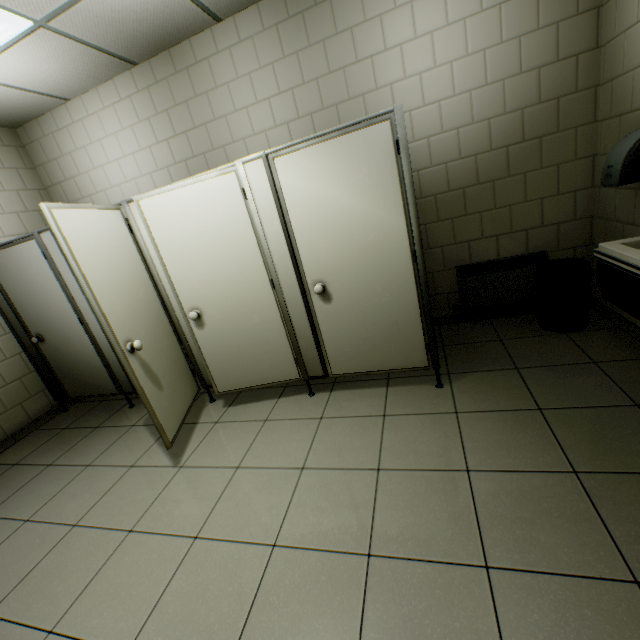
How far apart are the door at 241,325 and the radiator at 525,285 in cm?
178

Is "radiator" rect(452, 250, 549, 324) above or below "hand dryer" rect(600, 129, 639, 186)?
below

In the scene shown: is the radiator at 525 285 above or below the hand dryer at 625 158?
below

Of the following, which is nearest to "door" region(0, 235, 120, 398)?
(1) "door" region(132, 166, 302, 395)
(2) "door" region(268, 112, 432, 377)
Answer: (1) "door" region(132, 166, 302, 395)

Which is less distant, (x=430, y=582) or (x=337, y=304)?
(x=430, y=582)

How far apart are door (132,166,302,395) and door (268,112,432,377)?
0.2 meters

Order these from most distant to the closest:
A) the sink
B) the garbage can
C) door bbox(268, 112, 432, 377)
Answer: the garbage can, door bbox(268, 112, 432, 377), the sink

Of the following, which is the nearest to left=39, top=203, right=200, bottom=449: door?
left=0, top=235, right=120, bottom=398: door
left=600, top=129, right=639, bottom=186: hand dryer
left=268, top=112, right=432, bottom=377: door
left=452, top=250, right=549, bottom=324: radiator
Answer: left=268, top=112, right=432, bottom=377: door
